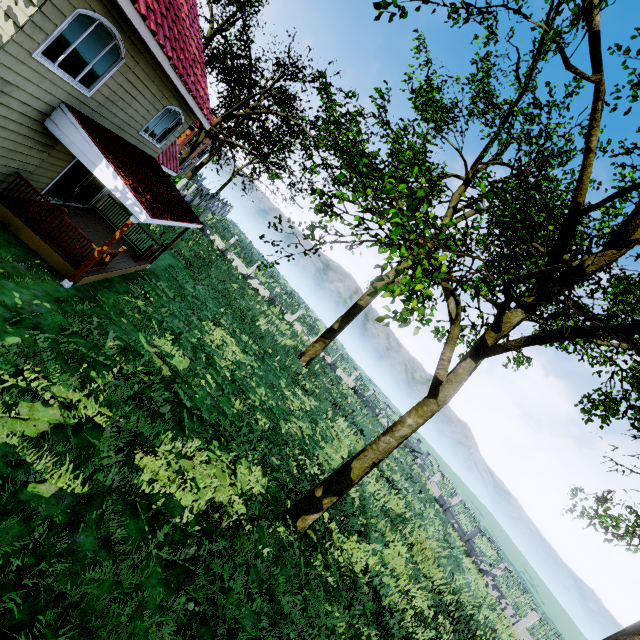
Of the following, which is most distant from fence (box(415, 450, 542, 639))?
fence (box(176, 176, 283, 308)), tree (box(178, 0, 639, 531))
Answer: fence (box(176, 176, 283, 308))

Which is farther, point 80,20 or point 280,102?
point 280,102

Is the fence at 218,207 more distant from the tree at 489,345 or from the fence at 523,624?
the fence at 523,624

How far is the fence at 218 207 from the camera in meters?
29.7 m

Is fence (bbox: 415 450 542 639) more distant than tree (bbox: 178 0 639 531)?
Yes

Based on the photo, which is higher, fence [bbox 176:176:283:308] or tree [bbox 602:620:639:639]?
tree [bbox 602:620:639:639]

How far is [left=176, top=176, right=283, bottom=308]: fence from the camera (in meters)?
29.67

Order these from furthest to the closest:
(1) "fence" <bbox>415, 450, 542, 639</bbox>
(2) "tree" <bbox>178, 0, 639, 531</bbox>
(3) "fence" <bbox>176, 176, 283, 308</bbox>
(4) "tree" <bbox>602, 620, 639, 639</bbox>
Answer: (3) "fence" <bbox>176, 176, 283, 308</bbox>, (1) "fence" <bbox>415, 450, 542, 639</bbox>, (4) "tree" <bbox>602, 620, 639, 639</bbox>, (2) "tree" <bbox>178, 0, 639, 531</bbox>
